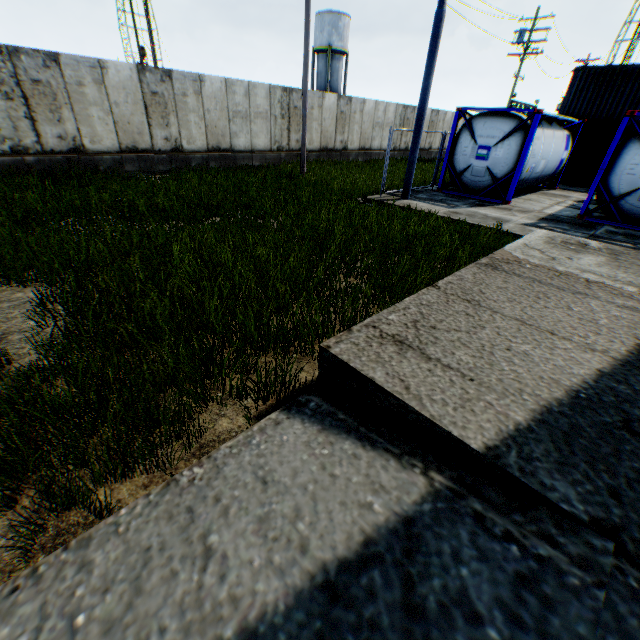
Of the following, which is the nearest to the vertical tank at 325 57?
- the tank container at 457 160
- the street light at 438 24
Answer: the tank container at 457 160

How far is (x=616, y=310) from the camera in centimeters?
391cm

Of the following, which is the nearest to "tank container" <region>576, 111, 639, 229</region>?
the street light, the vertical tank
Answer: the street light

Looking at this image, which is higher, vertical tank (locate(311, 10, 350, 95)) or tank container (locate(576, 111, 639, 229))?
vertical tank (locate(311, 10, 350, 95))

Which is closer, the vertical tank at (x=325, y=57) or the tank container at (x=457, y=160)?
the tank container at (x=457, y=160)
